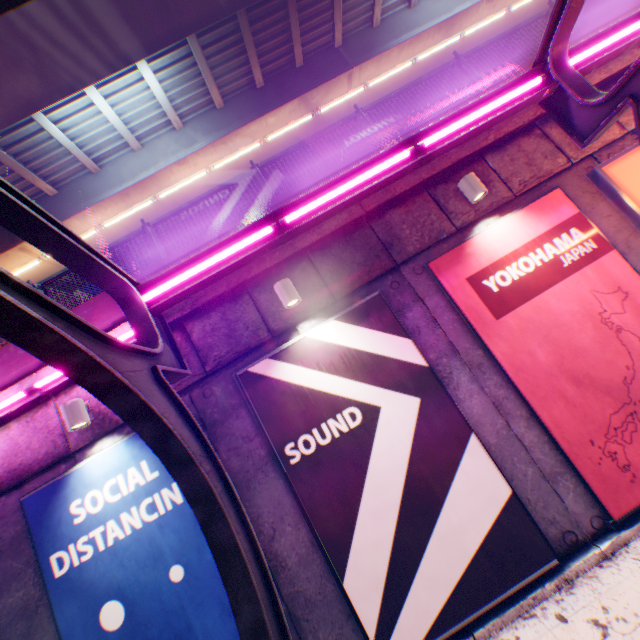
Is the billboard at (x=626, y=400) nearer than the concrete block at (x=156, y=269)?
Yes

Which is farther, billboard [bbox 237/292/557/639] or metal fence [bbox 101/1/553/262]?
metal fence [bbox 101/1/553/262]

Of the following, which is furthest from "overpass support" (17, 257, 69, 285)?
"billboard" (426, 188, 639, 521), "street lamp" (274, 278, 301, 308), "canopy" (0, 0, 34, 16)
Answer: "billboard" (426, 188, 639, 521)

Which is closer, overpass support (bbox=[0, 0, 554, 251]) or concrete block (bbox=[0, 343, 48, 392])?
concrete block (bbox=[0, 343, 48, 392])

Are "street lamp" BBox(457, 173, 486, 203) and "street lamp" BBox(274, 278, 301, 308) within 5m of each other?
yes

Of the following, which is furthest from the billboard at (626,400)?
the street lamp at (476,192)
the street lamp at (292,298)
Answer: the street lamp at (292,298)

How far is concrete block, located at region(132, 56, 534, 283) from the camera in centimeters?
576cm

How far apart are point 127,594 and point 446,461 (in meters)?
4.79
